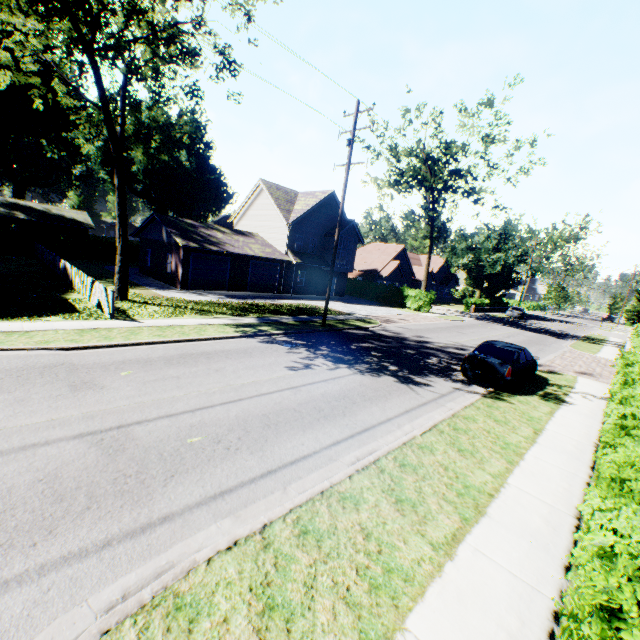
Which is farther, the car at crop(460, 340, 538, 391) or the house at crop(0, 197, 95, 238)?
the house at crop(0, 197, 95, 238)

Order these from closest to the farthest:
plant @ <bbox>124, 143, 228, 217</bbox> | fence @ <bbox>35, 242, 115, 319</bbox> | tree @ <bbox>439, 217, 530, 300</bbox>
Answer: fence @ <bbox>35, 242, 115, 319</bbox> < tree @ <bbox>439, 217, 530, 300</bbox> < plant @ <bbox>124, 143, 228, 217</bbox>

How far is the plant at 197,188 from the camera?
49.78m

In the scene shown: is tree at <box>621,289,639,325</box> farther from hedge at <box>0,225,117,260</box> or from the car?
the car

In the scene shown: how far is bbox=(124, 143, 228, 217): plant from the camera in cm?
4978

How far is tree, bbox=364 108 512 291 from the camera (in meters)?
27.67

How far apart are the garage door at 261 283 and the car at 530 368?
20.83m

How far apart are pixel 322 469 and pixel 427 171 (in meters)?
32.33
